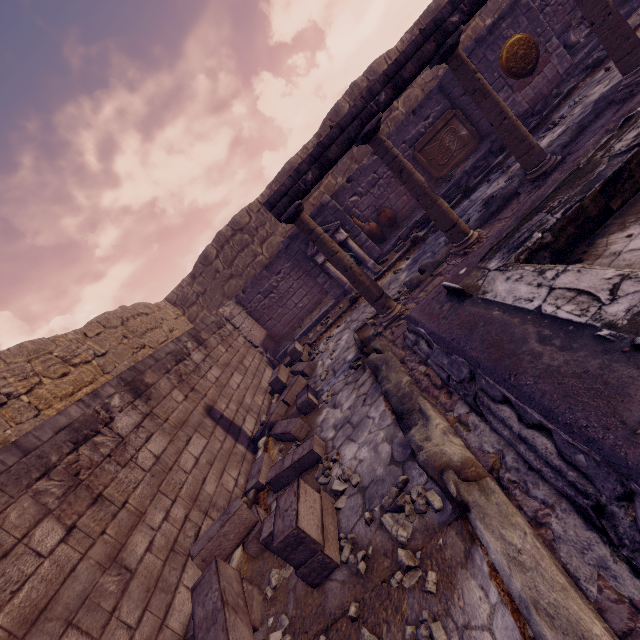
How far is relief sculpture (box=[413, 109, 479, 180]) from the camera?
10.17m

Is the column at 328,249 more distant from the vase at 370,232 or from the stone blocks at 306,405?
the vase at 370,232

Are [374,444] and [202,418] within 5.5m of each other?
yes

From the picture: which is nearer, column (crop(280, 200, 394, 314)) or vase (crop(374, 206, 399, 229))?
column (crop(280, 200, 394, 314))

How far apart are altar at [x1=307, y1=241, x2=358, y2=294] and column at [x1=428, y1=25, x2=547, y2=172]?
3.7m

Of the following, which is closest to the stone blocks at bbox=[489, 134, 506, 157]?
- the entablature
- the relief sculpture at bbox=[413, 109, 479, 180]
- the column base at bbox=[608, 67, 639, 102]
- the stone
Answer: the relief sculpture at bbox=[413, 109, 479, 180]

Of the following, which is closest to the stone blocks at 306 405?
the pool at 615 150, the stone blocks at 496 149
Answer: the pool at 615 150

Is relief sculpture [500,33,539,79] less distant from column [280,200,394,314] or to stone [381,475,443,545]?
column [280,200,394,314]
